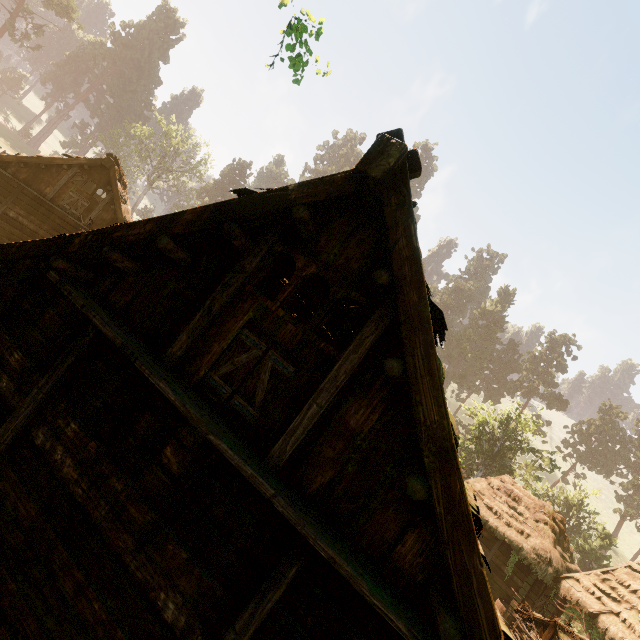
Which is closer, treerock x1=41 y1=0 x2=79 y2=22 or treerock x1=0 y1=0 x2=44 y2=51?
treerock x1=0 y1=0 x2=44 y2=51

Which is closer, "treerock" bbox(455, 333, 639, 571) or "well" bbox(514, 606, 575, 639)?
"well" bbox(514, 606, 575, 639)

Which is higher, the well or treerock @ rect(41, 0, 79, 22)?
treerock @ rect(41, 0, 79, 22)

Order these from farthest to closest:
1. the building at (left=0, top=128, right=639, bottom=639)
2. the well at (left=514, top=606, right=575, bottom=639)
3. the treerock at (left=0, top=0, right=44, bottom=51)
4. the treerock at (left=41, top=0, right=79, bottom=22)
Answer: the treerock at (left=41, top=0, right=79, bottom=22) < the treerock at (left=0, top=0, right=44, bottom=51) < the well at (left=514, top=606, right=575, bottom=639) < the building at (left=0, top=128, right=639, bottom=639)

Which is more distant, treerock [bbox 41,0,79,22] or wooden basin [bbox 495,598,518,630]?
treerock [bbox 41,0,79,22]

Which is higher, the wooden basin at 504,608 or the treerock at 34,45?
the treerock at 34,45

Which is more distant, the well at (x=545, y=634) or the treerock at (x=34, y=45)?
the treerock at (x=34, y=45)

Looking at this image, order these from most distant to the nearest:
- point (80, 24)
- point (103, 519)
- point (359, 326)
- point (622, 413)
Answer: point (622, 413) → point (80, 24) → point (359, 326) → point (103, 519)
